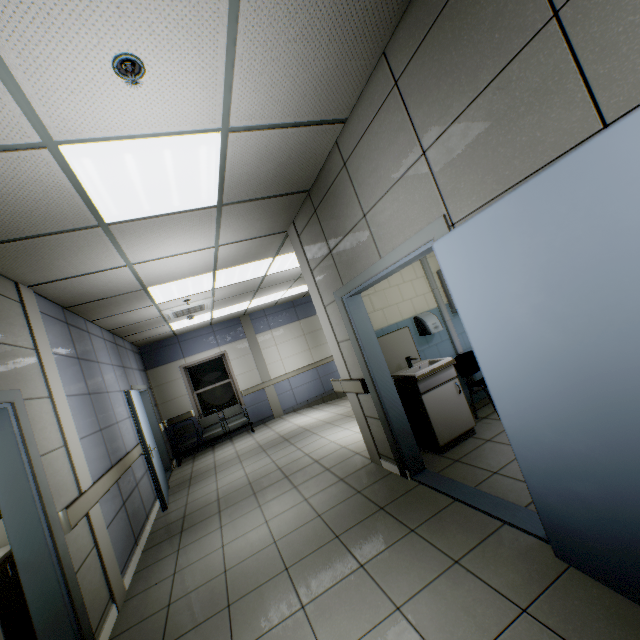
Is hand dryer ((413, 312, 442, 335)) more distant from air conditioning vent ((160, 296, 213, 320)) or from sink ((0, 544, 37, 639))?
sink ((0, 544, 37, 639))

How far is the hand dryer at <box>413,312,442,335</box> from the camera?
4.38m

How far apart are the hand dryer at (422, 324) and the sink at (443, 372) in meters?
0.3

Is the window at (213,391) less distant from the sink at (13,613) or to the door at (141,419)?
the door at (141,419)

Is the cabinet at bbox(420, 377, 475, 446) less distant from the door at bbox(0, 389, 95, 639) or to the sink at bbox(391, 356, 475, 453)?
the sink at bbox(391, 356, 475, 453)

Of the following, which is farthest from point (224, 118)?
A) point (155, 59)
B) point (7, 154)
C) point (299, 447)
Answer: point (299, 447)

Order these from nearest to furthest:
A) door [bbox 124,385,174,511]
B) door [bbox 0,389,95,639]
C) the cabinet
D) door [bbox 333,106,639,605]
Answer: door [bbox 333,106,639,605]
door [bbox 0,389,95,639]
the cabinet
door [bbox 124,385,174,511]

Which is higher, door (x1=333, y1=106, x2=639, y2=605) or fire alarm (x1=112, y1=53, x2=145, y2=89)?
fire alarm (x1=112, y1=53, x2=145, y2=89)
